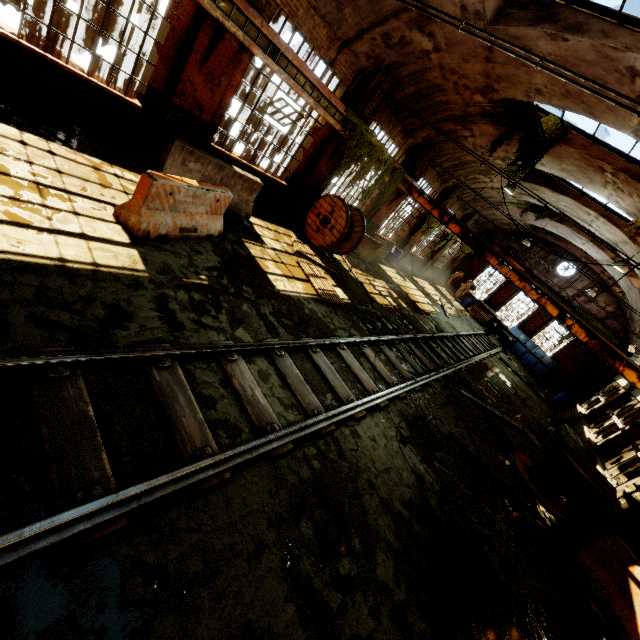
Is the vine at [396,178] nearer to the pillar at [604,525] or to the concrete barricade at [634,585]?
the pillar at [604,525]

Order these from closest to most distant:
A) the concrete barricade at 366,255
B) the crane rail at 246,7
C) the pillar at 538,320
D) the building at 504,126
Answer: the crane rail at 246,7 < the building at 504,126 < the concrete barricade at 366,255 < the pillar at 538,320

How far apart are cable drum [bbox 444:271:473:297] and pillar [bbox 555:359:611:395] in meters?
10.1

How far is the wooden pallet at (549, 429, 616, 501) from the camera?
7.3m

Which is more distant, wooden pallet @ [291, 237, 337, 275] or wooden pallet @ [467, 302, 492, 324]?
wooden pallet @ [467, 302, 492, 324]

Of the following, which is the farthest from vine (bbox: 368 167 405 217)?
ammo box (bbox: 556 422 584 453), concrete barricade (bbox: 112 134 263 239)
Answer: ammo box (bbox: 556 422 584 453)

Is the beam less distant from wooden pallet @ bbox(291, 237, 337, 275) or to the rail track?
wooden pallet @ bbox(291, 237, 337, 275)

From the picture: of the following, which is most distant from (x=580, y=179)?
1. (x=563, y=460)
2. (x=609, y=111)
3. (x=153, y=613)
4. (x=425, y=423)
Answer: (x=153, y=613)
